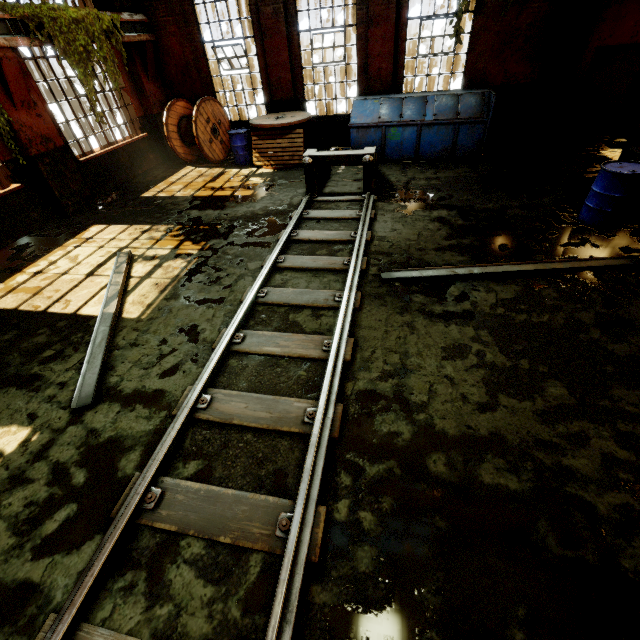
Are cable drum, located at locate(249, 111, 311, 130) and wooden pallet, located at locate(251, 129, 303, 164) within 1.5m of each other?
yes

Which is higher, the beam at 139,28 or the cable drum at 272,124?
the beam at 139,28

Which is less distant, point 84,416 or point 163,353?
point 84,416

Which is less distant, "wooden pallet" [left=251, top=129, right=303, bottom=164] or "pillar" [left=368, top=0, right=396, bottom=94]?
"pillar" [left=368, top=0, right=396, bottom=94]

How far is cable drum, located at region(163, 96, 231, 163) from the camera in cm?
1013

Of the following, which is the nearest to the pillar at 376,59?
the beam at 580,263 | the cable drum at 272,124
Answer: the cable drum at 272,124

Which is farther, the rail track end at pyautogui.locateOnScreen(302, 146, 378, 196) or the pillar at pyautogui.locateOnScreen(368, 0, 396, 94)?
the pillar at pyautogui.locateOnScreen(368, 0, 396, 94)

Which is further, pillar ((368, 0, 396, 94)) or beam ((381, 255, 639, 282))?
pillar ((368, 0, 396, 94))
